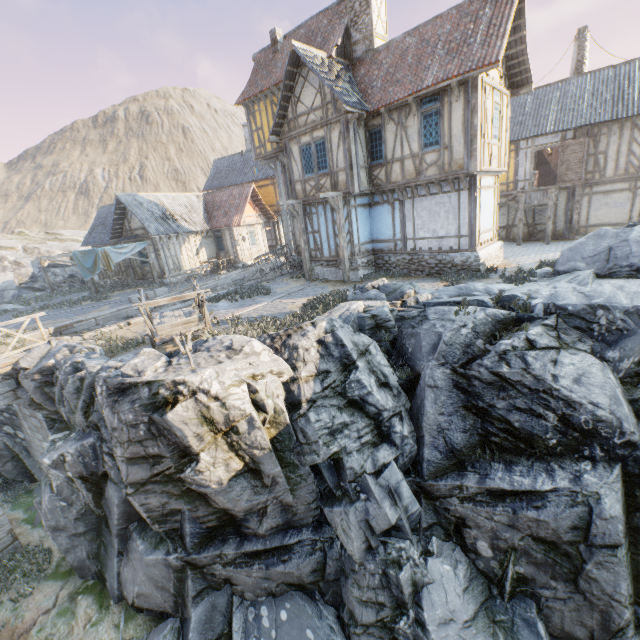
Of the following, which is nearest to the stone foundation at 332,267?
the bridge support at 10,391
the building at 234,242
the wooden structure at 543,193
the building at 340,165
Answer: the building at 340,165

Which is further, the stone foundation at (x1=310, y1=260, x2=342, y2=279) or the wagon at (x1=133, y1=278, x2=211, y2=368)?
the stone foundation at (x1=310, y1=260, x2=342, y2=279)

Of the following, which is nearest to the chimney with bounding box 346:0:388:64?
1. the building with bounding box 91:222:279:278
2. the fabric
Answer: the building with bounding box 91:222:279:278

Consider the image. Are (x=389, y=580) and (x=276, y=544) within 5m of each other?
yes

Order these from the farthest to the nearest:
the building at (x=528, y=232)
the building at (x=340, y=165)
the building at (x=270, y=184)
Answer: the building at (x=270, y=184) → the building at (x=528, y=232) → the building at (x=340, y=165)

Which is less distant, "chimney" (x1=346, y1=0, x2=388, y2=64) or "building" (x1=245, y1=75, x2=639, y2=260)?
"building" (x1=245, y1=75, x2=639, y2=260)

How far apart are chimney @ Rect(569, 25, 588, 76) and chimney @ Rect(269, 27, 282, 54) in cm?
1855

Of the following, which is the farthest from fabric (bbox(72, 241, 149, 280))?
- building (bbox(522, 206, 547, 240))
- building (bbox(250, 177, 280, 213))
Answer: building (bbox(522, 206, 547, 240))
